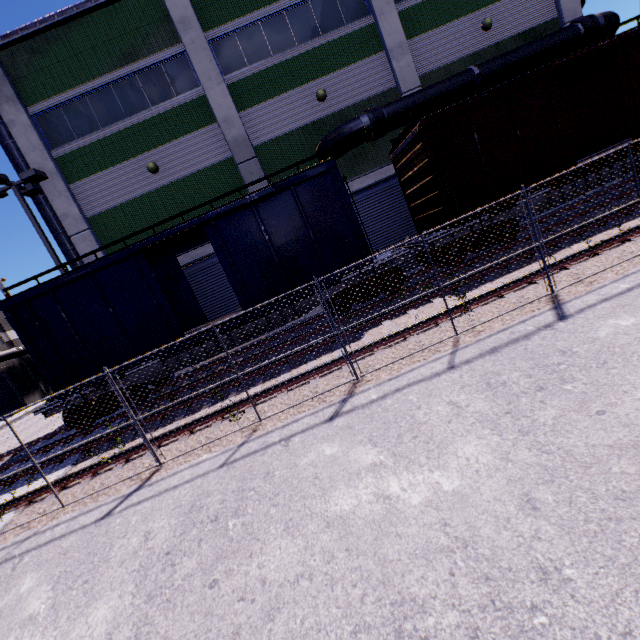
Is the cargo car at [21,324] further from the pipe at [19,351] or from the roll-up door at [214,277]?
the roll-up door at [214,277]

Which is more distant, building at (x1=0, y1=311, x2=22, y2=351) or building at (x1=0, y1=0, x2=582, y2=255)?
building at (x1=0, y1=311, x2=22, y2=351)

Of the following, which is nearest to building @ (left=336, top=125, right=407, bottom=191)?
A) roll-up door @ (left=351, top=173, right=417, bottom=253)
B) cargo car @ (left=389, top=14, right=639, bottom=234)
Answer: roll-up door @ (left=351, top=173, right=417, bottom=253)

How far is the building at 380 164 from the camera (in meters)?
14.69

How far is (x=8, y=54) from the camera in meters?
13.0 m

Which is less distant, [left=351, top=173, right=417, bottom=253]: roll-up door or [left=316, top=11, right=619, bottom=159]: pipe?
[left=316, top=11, right=619, bottom=159]: pipe

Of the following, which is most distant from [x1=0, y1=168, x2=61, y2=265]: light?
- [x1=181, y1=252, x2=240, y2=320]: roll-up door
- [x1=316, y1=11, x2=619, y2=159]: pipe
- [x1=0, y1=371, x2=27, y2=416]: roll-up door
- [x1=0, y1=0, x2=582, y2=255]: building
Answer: [x1=0, y1=371, x2=27, y2=416]: roll-up door

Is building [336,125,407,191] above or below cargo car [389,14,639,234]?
above
